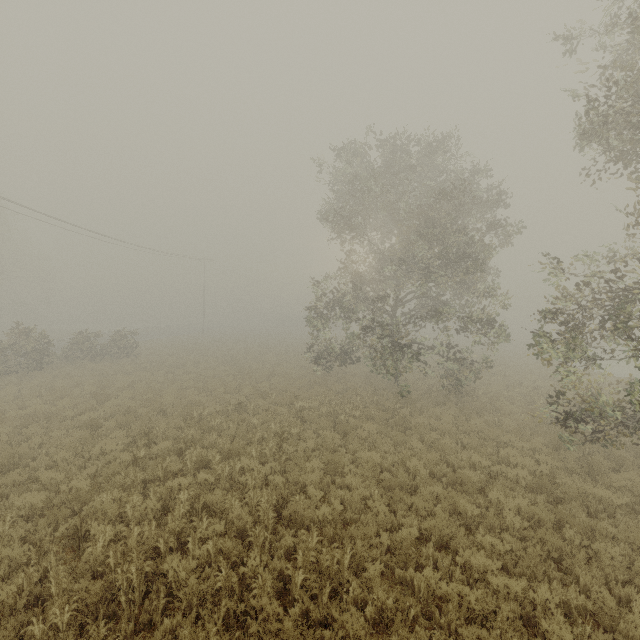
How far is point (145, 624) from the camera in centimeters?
509cm
